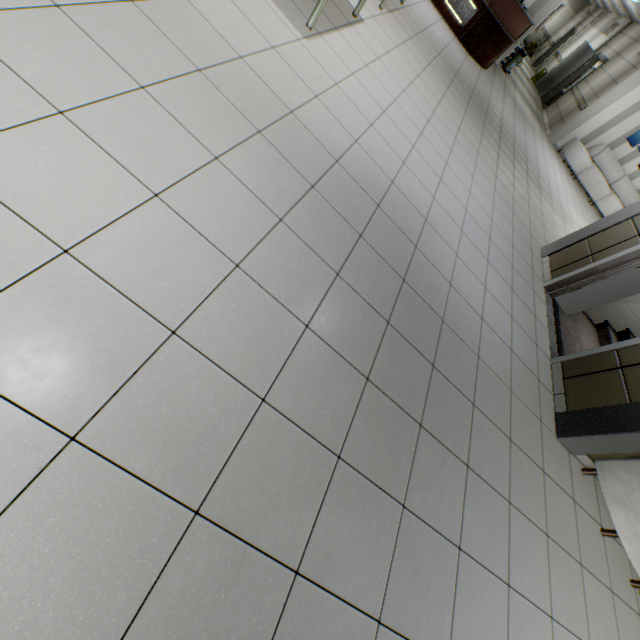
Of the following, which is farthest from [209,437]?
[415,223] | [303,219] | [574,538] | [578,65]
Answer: [578,65]

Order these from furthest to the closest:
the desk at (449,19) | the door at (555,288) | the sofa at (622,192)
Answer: the sofa at (622,192) < the desk at (449,19) < the door at (555,288)

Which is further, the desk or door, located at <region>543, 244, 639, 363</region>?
the desk

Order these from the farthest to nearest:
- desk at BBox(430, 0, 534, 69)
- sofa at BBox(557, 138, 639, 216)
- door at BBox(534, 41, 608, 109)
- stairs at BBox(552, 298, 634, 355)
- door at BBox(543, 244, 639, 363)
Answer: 1. door at BBox(534, 41, 608, 109)
2. sofa at BBox(557, 138, 639, 216)
3. desk at BBox(430, 0, 534, 69)
4. stairs at BBox(552, 298, 634, 355)
5. door at BBox(543, 244, 639, 363)

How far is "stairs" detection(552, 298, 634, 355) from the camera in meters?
4.3

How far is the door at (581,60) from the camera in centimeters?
1276cm

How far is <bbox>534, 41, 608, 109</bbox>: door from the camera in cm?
1276

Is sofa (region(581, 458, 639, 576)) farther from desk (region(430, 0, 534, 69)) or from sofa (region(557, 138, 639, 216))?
sofa (region(557, 138, 639, 216))
